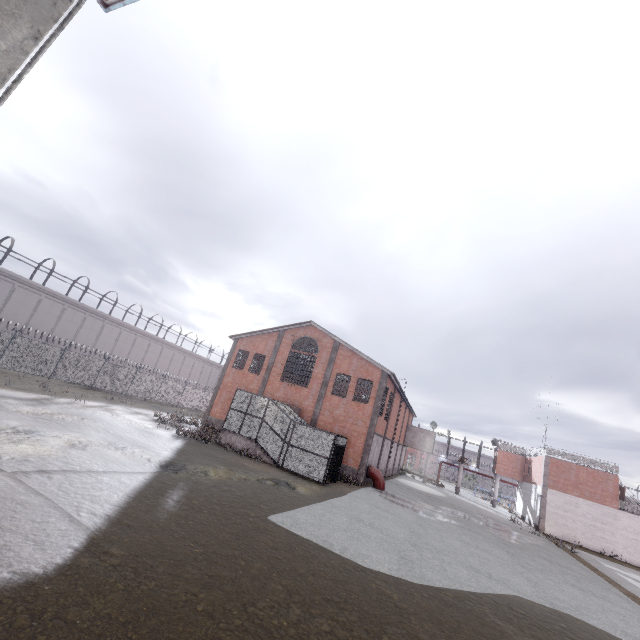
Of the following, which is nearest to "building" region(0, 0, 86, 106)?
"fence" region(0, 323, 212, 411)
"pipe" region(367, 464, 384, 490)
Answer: "fence" region(0, 323, 212, 411)

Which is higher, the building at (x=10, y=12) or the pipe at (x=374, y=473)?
the building at (x=10, y=12)

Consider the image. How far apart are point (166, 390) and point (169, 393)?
0.72m

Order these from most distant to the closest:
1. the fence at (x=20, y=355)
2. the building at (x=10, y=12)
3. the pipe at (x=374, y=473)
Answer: the fence at (x=20, y=355), the pipe at (x=374, y=473), the building at (x=10, y=12)

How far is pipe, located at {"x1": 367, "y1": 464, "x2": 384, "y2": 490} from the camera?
25.2 meters

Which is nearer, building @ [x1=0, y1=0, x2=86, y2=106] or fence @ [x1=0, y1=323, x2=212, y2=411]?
building @ [x1=0, y1=0, x2=86, y2=106]

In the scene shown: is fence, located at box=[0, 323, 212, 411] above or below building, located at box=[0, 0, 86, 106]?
below
